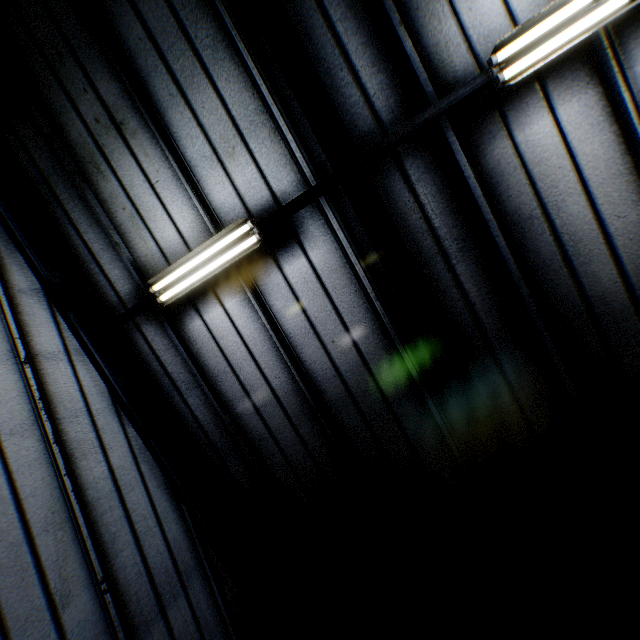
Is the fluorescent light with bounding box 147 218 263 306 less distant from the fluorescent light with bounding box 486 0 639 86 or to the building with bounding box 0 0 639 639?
the building with bounding box 0 0 639 639

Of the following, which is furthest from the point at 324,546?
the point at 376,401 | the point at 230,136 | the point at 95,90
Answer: the point at 95,90

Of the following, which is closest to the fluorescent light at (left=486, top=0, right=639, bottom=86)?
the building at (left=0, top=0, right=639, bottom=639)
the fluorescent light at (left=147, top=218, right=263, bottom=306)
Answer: the building at (left=0, top=0, right=639, bottom=639)

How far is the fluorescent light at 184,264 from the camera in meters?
3.7 m

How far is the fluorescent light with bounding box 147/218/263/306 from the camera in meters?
3.7 m

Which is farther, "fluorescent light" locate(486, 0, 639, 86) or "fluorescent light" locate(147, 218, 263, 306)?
"fluorescent light" locate(147, 218, 263, 306)

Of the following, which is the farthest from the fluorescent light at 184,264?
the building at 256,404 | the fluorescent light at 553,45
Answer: the fluorescent light at 553,45
